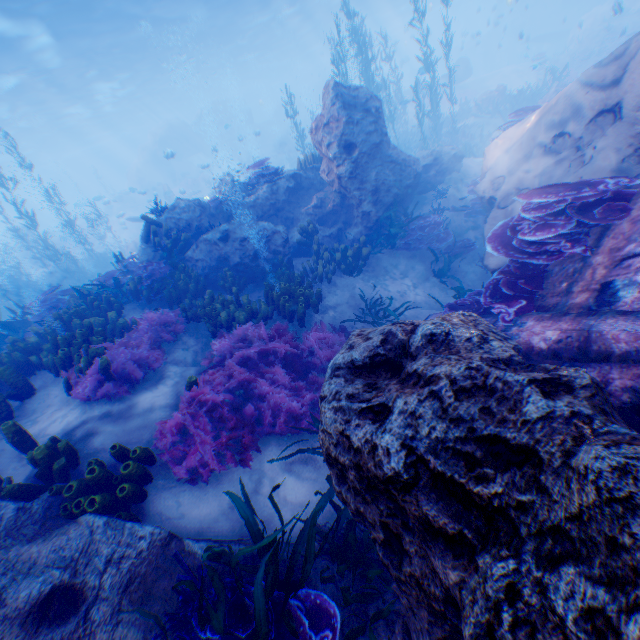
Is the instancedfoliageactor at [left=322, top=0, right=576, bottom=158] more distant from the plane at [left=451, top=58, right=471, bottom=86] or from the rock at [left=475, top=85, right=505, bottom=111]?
the plane at [left=451, top=58, right=471, bottom=86]

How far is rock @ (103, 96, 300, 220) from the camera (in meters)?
37.28

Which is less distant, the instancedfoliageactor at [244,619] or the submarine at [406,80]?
the instancedfoliageactor at [244,619]

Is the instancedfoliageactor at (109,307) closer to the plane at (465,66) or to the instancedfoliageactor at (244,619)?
the instancedfoliageactor at (244,619)

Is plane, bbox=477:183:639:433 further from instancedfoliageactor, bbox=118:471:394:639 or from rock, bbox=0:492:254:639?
instancedfoliageactor, bbox=118:471:394:639

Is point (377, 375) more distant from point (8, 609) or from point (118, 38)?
point (118, 38)

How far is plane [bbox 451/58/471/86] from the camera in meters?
28.5 m

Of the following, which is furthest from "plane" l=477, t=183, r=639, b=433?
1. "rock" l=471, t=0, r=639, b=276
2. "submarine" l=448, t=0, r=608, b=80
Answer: "submarine" l=448, t=0, r=608, b=80
